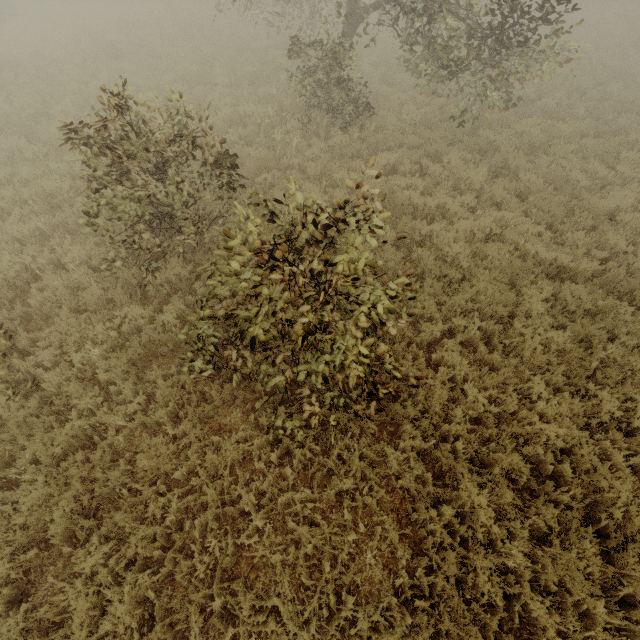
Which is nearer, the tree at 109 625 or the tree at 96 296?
the tree at 109 625

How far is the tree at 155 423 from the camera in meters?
4.4

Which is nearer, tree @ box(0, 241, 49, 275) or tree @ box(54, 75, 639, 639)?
tree @ box(54, 75, 639, 639)

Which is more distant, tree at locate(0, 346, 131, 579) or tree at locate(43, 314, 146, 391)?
tree at locate(43, 314, 146, 391)

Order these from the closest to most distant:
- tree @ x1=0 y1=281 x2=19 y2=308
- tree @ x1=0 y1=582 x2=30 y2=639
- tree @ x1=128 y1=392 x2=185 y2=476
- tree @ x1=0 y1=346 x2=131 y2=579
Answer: tree @ x1=0 y1=582 x2=30 y2=639 < tree @ x1=0 y1=346 x2=131 y2=579 < tree @ x1=128 y1=392 x2=185 y2=476 < tree @ x1=0 y1=281 x2=19 y2=308

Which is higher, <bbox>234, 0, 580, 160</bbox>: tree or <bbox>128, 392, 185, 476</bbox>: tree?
<bbox>234, 0, 580, 160</bbox>: tree

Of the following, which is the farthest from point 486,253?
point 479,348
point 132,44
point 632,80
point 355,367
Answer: point 132,44
